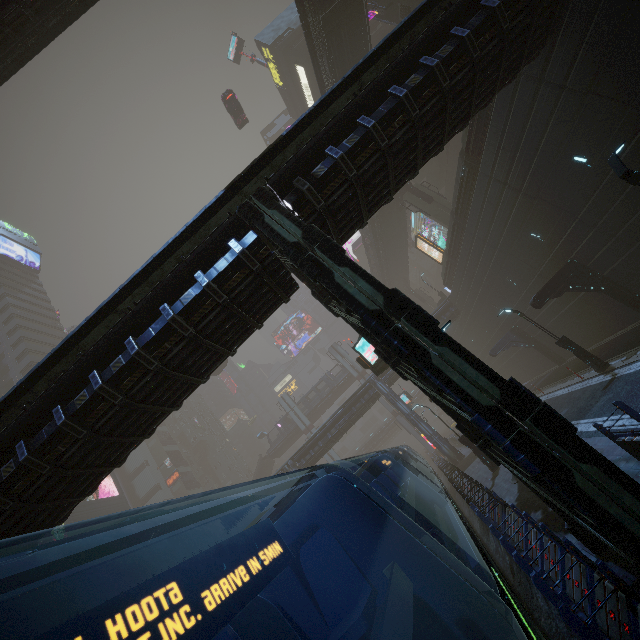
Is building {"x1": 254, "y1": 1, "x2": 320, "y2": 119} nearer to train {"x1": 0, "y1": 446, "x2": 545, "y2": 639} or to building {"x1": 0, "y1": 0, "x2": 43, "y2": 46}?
train {"x1": 0, "y1": 446, "x2": 545, "y2": 639}

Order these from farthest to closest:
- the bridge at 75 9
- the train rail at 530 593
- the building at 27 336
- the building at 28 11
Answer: the building at 27 336, the bridge at 75 9, the building at 28 11, the train rail at 530 593

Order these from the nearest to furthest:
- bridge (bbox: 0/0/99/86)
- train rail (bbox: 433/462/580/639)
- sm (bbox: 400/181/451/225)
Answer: train rail (bbox: 433/462/580/639) < bridge (bbox: 0/0/99/86) < sm (bbox: 400/181/451/225)

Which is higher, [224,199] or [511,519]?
[224,199]

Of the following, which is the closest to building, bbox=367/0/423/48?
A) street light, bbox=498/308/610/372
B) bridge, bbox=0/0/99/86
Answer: bridge, bbox=0/0/99/86

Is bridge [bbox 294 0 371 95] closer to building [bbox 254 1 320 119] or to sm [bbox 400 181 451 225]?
building [bbox 254 1 320 119]

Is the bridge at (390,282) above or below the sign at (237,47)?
below

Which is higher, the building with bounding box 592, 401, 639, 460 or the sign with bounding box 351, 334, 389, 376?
the sign with bounding box 351, 334, 389, 376
